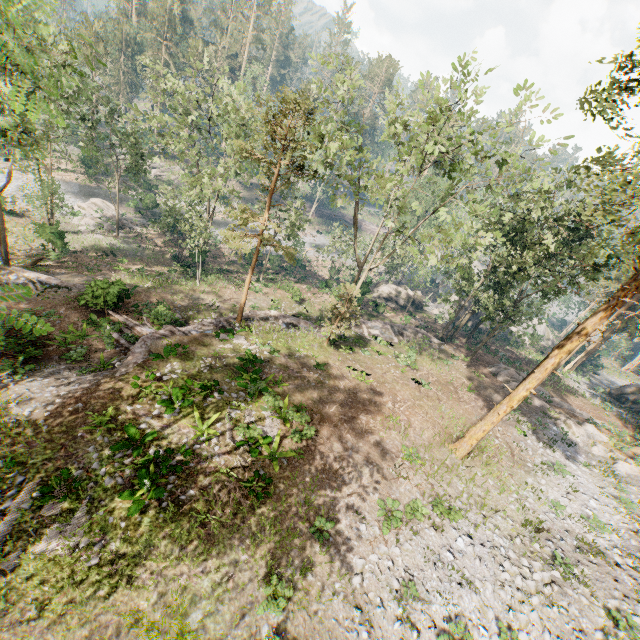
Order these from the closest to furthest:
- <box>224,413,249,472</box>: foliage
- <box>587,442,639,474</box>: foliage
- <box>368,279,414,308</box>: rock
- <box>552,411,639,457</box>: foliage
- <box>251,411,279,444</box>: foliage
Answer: <box>224,413,249,472</box>: foliage < <box>251,411,279,444</box>: foliage < <box>587,442,639,474</box>: foliage < <box>552,411,639,457</box>: foliage < <box>368,279,414,308</box>: rock

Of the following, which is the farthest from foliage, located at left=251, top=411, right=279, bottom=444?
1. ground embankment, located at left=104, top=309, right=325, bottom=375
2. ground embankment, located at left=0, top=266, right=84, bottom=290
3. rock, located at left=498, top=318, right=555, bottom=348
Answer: rock, located at left=498, top=318, right=555, bottom=348

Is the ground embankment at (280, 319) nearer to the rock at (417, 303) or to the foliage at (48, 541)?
the foliage at (48, 541)

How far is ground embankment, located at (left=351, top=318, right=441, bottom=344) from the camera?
30.45m

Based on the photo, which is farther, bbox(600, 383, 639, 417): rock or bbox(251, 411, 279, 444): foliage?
bbox(600, 383, 639, 417): rock

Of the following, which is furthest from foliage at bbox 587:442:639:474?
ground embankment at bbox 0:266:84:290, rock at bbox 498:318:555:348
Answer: rock at bbox 498:318:555:348

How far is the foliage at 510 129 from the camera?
14.9m

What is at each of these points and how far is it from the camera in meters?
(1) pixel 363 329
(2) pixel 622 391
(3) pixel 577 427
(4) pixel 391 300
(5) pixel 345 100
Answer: (1) ground embankment, 30.8 m
(2) rock, 38.4 m
(3) foliage, 25.9 m
(4) rock, 43.8 m
(5) foliage, 21.7 m
